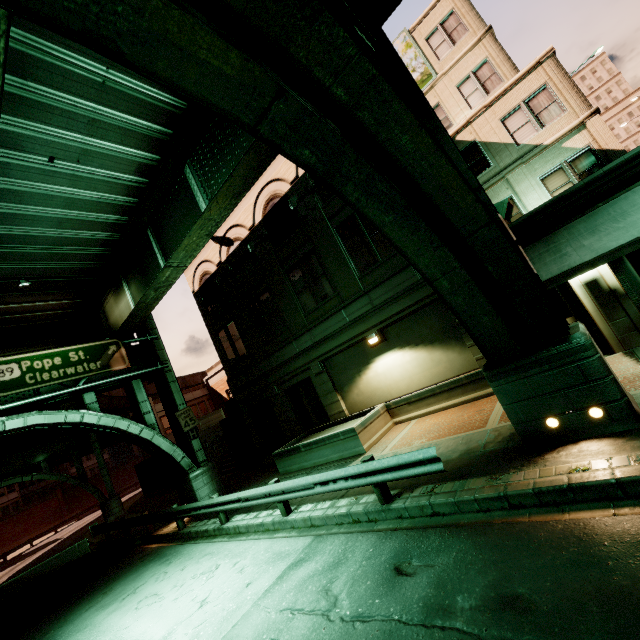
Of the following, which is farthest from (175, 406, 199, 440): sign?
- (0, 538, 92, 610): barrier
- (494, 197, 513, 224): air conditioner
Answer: (494, 197, 513, 224): air conditioner

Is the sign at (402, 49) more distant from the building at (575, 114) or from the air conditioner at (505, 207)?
the air conditioner at (505, 207)

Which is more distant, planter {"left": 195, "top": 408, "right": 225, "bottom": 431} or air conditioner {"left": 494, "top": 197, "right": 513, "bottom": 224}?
planter {"left": 195, "top": 408, "right": 225, "bottom": 431}

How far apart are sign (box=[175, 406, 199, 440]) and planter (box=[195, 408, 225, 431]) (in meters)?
9.16

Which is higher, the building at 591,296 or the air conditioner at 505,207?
the air conditioner at 505,207

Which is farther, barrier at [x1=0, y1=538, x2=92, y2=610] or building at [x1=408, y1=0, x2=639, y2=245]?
barrier at [x1=0, y1=538, x2=92, y2=610]

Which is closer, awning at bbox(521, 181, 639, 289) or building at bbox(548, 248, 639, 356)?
awning at bbox(521, 181, 639, 289)

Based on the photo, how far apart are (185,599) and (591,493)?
8.5m
